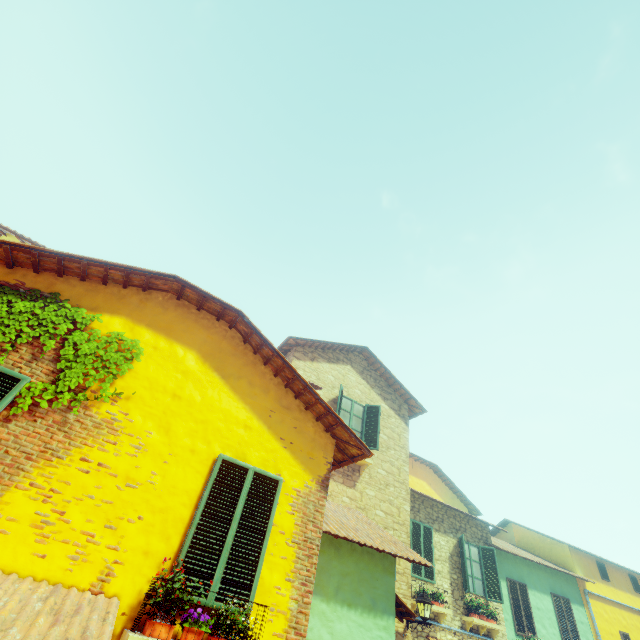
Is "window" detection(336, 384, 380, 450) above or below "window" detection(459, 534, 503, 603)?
above

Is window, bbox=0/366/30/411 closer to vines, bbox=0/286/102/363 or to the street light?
vines, bbox=0/286/102/363

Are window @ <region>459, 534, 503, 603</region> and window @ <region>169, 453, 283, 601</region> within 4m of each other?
no

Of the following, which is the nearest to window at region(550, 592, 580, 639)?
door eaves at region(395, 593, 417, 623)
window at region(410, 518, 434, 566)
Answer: Answer: window at region(410, 518, 434, 566)

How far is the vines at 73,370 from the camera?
4.1m

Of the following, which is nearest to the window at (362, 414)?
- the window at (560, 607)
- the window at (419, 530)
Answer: the window at (419, 530)

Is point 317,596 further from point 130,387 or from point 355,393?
point 355,393

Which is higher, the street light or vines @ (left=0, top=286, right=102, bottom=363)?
vines @ (left=0, top=286, right=102, bottom=363)
